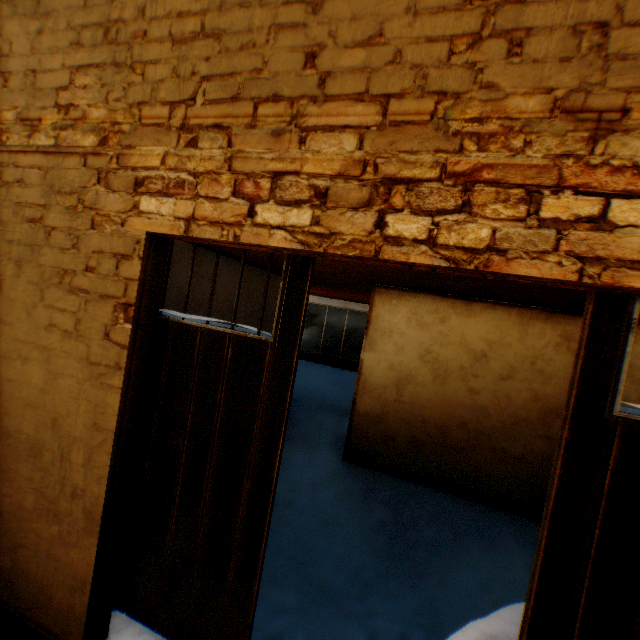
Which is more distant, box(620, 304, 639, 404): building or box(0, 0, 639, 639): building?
box(620, 304, 639, 404): building

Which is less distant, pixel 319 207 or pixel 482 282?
pixel 319 207

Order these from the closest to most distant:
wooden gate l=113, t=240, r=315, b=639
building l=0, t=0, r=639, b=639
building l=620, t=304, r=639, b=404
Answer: building l=0, t=0, r=639, b=639 → wooden gate l=113, t=240, r=315, b=639 → building l=620, t=304, r=639, b=404

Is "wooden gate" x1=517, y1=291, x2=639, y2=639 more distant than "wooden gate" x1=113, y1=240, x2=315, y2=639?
No

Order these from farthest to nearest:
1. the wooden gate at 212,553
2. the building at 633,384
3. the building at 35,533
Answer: the building at 633,384, the wooden gate at 212,553, the building at 35,533

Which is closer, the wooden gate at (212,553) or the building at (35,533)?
the building at (35,533)

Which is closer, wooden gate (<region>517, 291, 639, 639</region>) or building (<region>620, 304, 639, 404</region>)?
wooden gate (<region>517, 291, 639, 639</region>)
